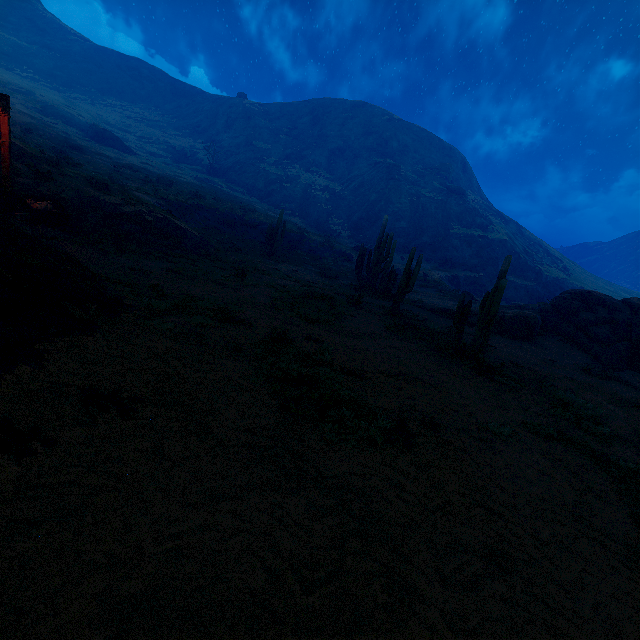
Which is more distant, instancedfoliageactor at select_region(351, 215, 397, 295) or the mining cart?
instancedfoliageactor at select_region(351, 215, 397, 295)

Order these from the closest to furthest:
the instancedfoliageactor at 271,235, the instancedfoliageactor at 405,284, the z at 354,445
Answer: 1. the z at 354,445
2. the instancedfoliageactor at 405,284
3. the instancedfoliageactor at 271,235

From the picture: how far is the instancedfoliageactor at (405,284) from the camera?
15.8 meters

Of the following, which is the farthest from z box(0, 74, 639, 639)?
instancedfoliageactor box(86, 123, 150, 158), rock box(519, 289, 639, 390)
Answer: rock box(519, 289, 639, 390)

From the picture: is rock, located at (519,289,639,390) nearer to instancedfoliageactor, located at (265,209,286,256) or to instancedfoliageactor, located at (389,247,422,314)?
instancedfoliageactor, located at (389,247,422,314)

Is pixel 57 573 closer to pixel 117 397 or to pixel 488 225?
pixel 117 397

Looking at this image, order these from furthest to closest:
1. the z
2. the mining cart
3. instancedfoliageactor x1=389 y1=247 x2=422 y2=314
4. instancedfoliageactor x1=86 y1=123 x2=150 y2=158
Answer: instancedfoliageactor x1=86 y1=123 x2=150 y2=158 < instancedfoliageactor x1=389 y1=247 x2=422 y2=314 < the mining cart < the z

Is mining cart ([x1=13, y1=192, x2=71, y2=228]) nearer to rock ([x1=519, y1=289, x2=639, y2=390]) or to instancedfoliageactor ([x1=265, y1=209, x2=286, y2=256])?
instancedfoliageactor ([x1=265, y1=209, x2=286, y2=256])
